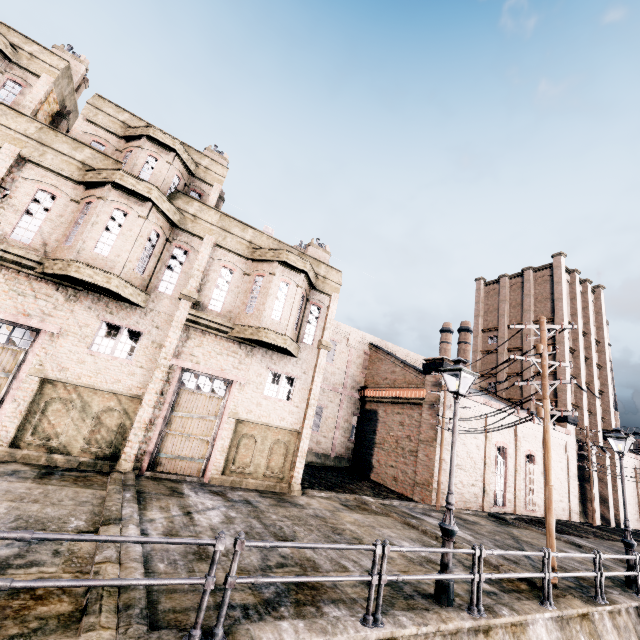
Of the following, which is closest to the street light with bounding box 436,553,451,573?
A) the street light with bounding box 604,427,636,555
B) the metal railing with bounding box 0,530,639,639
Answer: the metal railing with bounding box 0,530,639,639

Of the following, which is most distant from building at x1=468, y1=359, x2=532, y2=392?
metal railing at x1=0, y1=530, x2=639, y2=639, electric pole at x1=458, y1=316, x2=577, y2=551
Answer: metal railing at x1=0, y1=530, x2=639, y2=639

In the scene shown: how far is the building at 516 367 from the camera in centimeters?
3883cm

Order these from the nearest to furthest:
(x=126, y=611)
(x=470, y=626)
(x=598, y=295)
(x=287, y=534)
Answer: (x=126, y=611)
(x=470, y=626)
(x=287, y=534)
(x=598, y=295)

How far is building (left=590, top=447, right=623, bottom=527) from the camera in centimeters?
3291cm

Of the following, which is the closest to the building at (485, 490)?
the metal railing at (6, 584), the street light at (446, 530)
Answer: the street light at (446, 530)

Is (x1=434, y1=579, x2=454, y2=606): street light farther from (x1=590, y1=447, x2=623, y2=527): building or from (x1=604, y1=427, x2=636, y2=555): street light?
(x1=604, y1=427, x2=636, y2=555): street light

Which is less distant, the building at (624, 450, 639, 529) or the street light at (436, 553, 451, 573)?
the street light at (436, 553, 451, 573)
